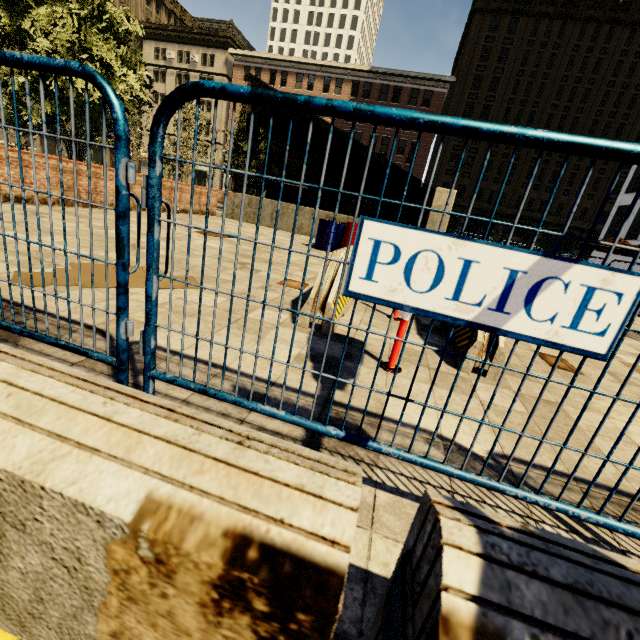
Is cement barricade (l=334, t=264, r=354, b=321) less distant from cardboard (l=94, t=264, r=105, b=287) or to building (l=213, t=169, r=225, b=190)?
cardboard (l=94, t=264, r=105, b=287)

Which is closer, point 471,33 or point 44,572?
point 44,572

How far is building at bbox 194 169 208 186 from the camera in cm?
5162

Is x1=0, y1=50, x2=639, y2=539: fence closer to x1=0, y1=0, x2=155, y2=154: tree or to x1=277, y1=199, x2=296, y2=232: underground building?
x1=0, y1=0, x2=155, y2=154: tree

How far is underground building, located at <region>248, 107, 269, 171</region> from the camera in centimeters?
1562cm

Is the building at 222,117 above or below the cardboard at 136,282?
above

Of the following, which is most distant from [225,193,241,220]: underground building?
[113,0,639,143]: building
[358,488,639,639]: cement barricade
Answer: [113,0,639,143]: building

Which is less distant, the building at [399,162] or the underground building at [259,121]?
the underground building at [259,121]
